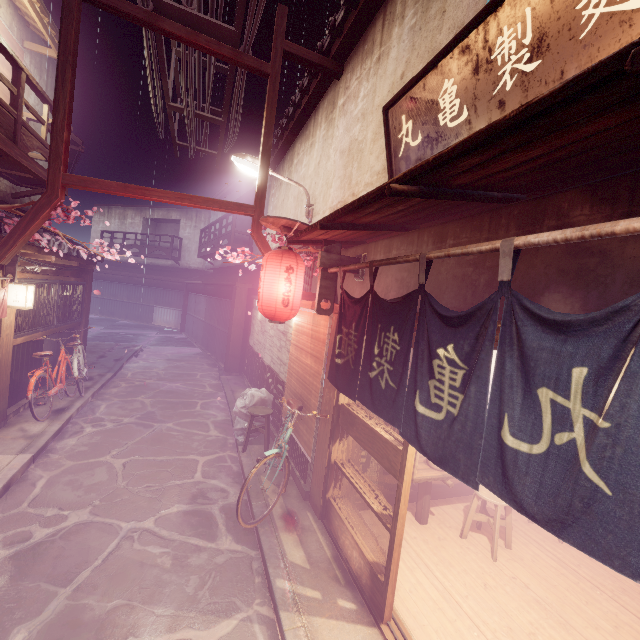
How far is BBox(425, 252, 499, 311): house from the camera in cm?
459

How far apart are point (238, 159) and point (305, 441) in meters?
9.4 m

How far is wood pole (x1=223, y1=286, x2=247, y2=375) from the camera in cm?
2091

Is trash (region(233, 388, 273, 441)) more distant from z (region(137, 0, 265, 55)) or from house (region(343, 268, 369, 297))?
z (region(137, 0, 265, 55))

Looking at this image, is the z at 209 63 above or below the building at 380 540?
above

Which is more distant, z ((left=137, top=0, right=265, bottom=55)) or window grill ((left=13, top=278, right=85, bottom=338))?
window grill ((left=13, top=278, right=85, bottom=338))

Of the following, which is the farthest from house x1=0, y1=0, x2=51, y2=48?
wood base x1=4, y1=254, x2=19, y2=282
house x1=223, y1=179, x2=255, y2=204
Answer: wood base x1=4, y1=254, x2=19, y2=282

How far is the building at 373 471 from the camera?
8.66m
